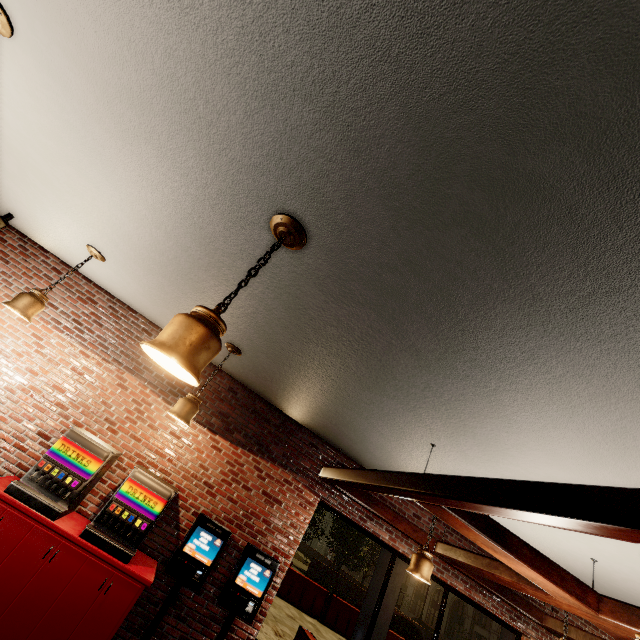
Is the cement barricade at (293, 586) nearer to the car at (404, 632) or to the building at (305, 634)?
the car at (404, 632)

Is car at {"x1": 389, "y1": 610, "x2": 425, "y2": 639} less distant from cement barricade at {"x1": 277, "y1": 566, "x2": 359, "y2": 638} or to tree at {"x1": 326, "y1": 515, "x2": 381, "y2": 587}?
cement barricade at {"x1": 277, "y1": 566, "x2": 359, "y2": 638}

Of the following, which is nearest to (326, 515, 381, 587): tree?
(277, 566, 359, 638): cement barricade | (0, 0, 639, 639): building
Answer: (0, 0, 639, 639): building

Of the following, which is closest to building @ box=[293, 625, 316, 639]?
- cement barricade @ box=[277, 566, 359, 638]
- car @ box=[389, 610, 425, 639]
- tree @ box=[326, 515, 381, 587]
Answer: cement barricade @ box=[277, 566, 359, 638]

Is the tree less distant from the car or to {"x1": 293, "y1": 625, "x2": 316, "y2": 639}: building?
the car

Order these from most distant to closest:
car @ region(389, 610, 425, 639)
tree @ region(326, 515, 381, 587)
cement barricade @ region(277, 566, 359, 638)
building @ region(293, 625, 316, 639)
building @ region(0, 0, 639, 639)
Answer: tree @ region(326, 515, 381, 587), car @ region(389, 610, 425, 639), cement barricade @ region(277, 566, 359, 638), building @ region(293, 625, 316, 639), building @ region(0, 0, 639, 639)

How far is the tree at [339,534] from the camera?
26.7 meters

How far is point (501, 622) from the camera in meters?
5.7
